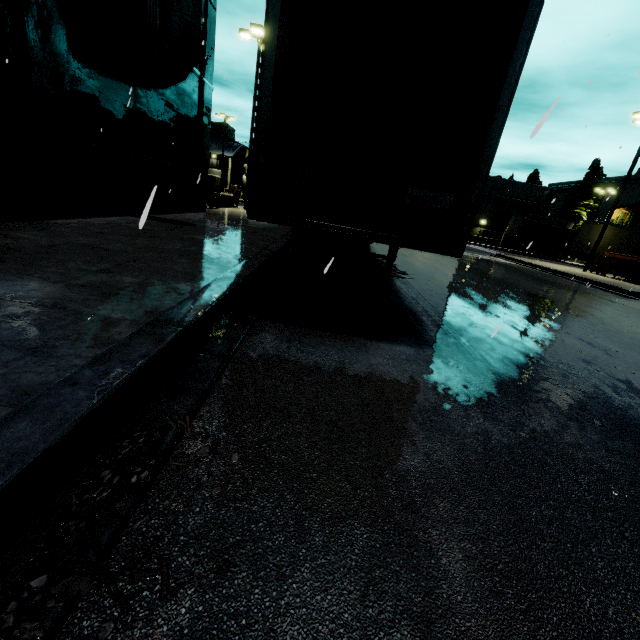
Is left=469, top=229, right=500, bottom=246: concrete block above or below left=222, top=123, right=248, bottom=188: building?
below

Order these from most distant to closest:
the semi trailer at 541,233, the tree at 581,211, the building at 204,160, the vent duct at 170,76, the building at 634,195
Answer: the tree at 581,211 → the building at 634,195 → the semi trailer at 541,233 → the vent duct at 170,76 → the building at 204,160

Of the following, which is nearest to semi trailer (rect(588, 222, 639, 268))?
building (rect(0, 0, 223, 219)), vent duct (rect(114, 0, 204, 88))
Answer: building (rect(0, 0, 223, 219))

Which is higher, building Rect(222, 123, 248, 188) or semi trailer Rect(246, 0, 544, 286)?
building Rect(222, 123, 248, 188)

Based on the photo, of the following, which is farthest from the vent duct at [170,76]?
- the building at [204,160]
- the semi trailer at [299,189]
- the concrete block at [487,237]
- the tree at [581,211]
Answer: the tree at [581,211]

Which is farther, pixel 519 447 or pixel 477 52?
pixel 477 52

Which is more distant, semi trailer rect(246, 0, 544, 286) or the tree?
the tree
